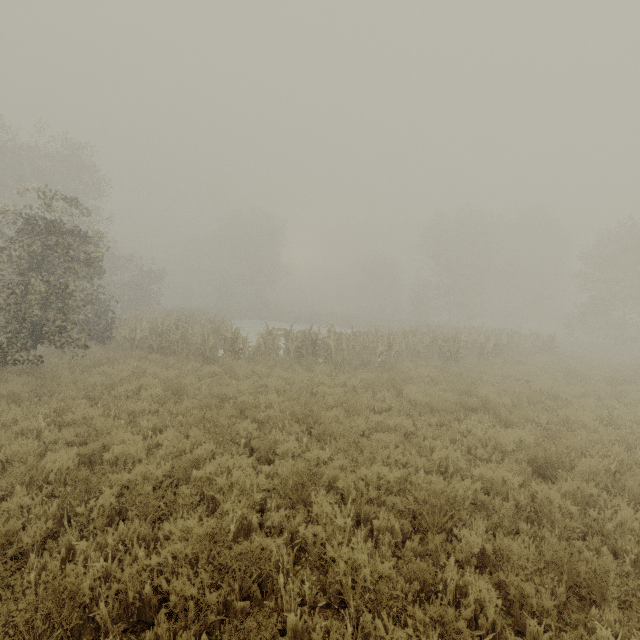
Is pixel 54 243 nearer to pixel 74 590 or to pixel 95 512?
pixel 95 512
